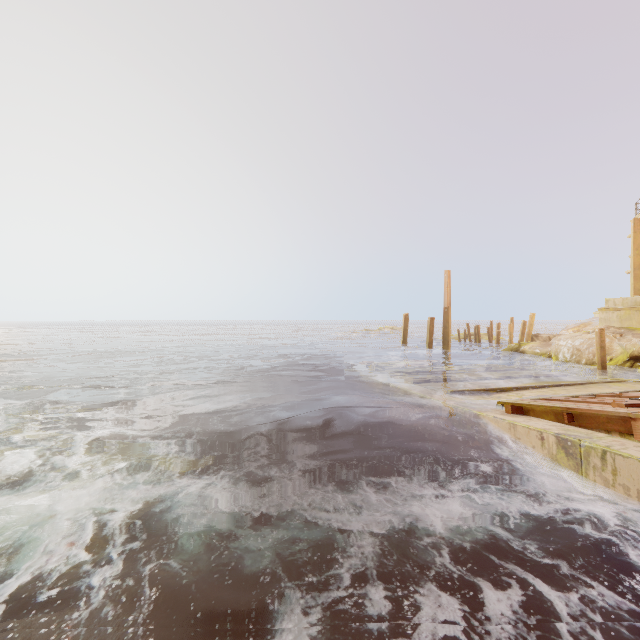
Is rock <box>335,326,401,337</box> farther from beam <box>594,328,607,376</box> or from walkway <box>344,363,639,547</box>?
beam <box>594,328,607,376</box>

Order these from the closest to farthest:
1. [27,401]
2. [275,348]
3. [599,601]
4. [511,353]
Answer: [599,601], [27,401], [511,353], [275,348]

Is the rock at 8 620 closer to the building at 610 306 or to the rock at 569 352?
the rock at 569 352

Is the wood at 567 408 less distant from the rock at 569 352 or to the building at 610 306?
the rock at 569 352

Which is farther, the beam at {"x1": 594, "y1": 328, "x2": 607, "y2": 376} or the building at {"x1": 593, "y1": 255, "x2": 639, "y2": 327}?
the building at {"x1": 593, "y1": 255, "x2": 639, "y2": 327}

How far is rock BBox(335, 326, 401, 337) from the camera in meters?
51.4

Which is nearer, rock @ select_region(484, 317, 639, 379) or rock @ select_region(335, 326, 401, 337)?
rock @ select_region(484, 317, 639, 379)

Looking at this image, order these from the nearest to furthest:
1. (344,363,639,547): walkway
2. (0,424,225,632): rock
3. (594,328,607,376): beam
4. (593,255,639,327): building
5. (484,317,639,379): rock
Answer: (0,424,225,632): rock → (344,363,639,547): walkway → (594,328,607,376): beam → (484,317,639,379): rock → (593,255,639,327): building
